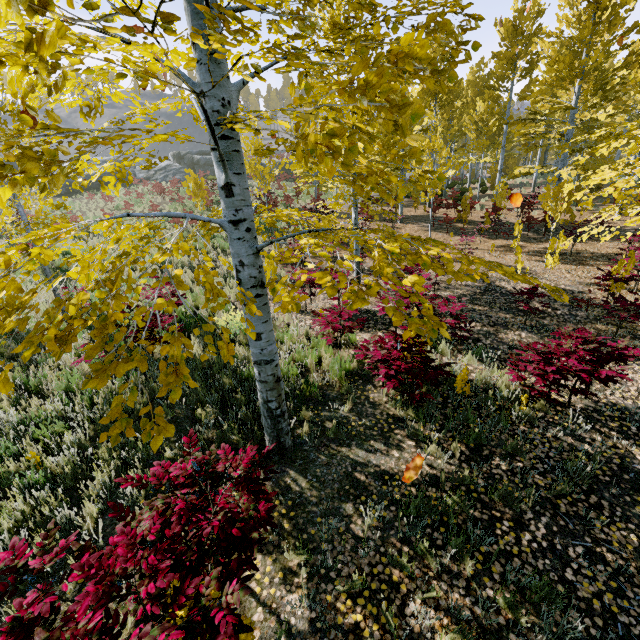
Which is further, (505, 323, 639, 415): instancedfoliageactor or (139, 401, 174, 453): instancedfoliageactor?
(505, 323, 639, 415): instancedfoliageactor

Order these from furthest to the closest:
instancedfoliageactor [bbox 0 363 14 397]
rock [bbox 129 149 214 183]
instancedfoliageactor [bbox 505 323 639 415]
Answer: rock [bbox 129 149 214 183] < instancedfoliageactor [bbox 505 323 639 415] < instancedfoliageactor [bbox 0 363 14 397]

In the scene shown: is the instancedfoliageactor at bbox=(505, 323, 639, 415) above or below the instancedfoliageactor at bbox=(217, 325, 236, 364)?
below

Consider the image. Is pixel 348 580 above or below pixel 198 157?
below

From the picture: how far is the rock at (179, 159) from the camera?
32.2m

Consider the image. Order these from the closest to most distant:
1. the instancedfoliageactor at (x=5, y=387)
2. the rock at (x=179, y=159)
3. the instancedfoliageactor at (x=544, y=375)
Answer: the instancedfoliageactor at (x=5, y=387), the instancedfoliageactor at (x=544, y=375), the rock at (x=179, y=159)

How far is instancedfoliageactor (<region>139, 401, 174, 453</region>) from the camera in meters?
1.8
